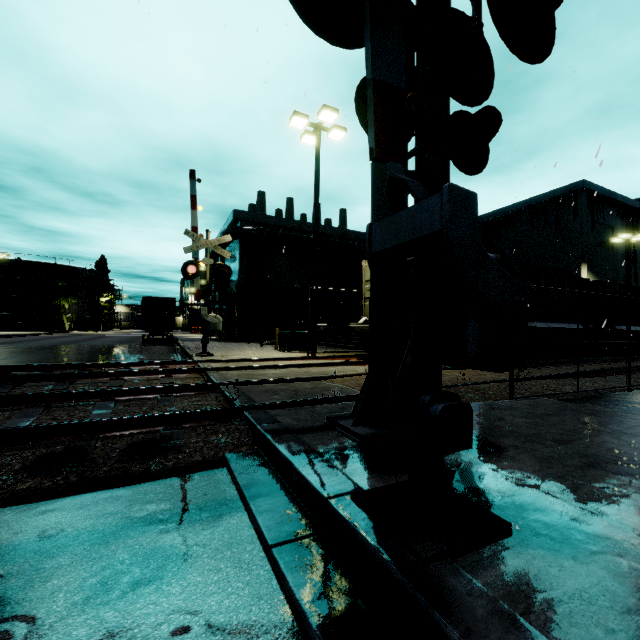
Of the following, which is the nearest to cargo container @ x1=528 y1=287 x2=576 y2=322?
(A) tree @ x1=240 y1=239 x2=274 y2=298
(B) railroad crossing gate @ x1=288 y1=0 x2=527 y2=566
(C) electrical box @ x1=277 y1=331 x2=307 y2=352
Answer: (B) railroad crossing gate @ x1=288 y1=0 x2=527 y2=566

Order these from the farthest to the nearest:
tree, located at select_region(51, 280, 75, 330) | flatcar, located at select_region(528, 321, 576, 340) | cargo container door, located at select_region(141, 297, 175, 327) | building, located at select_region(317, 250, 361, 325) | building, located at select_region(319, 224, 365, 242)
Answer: tree, located at select_region(51, 280, 75, 330)
building, located at select_region(317, 250, 361, 325)
building, located at select_region(319, 224, 365, 242)
cargo container door, located at select_region(141, 297, 175, 327)
flatcar, located at select_region(528, 321, 576, 340)

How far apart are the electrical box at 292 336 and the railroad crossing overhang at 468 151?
12.72m

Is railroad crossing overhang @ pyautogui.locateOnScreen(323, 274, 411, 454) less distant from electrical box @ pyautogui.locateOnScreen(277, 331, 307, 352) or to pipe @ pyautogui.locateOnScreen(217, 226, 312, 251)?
electrical box @ pyautogui.locateOnScreen(277, 331, 307, 352)

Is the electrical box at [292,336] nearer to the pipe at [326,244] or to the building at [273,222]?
the building at [273,222]

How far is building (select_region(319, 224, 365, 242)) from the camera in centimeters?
2906cm

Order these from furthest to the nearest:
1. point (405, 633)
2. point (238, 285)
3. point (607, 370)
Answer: point (238, 285) → point (607, 370) → point (405, 633)

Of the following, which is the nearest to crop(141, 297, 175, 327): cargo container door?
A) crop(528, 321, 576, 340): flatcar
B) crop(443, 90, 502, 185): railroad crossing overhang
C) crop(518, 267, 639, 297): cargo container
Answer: crop(518, 267, 639, 297): cargo container
